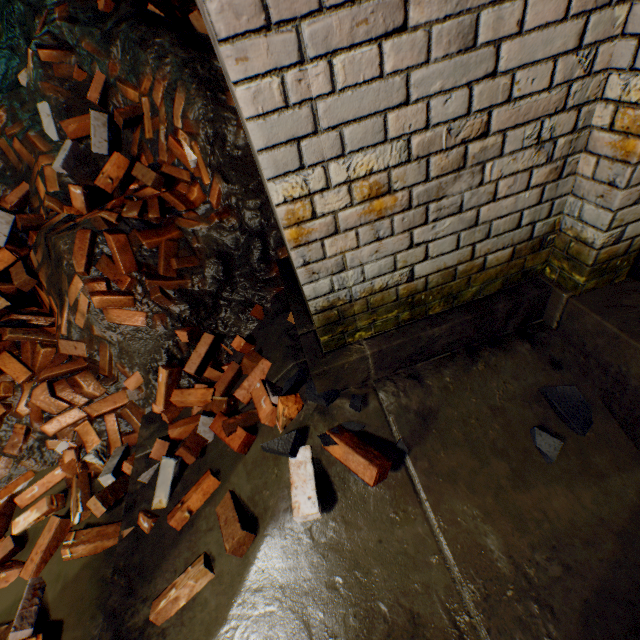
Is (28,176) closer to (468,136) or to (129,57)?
(129,57)

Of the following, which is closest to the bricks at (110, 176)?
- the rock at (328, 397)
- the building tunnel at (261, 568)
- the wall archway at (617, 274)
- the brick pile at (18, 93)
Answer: the brick pile at (18, 93)

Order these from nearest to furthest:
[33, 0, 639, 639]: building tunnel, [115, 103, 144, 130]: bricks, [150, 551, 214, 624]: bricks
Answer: [33, 0, 639, 639]: building tunnel → [150, 551, 214, 624]: bricks → [115, 103, 144, 130]: bricks

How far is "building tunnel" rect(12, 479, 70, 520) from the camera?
2.2 meters

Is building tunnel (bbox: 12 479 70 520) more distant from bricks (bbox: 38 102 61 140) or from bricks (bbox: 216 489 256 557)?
bricks (bbox: 38 102 61 140)

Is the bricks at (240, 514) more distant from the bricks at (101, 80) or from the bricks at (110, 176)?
the bricks at (101, 80)

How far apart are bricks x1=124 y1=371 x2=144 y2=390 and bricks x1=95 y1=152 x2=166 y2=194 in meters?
1.1 m

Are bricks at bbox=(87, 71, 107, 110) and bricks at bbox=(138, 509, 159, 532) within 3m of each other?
yes
